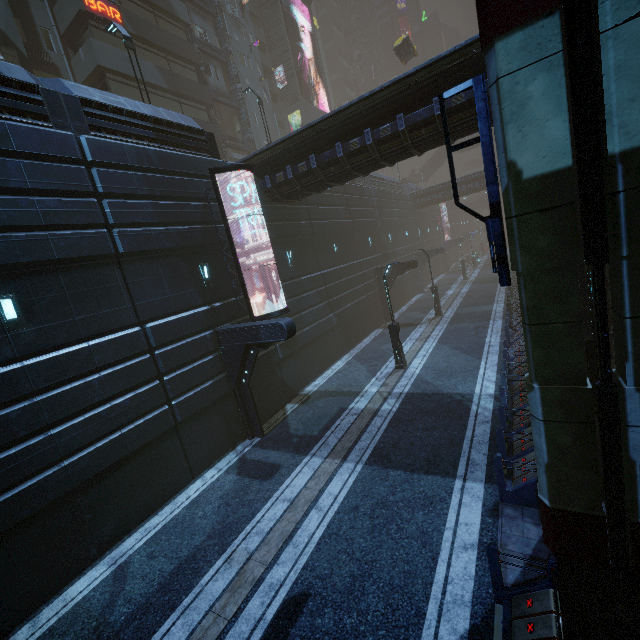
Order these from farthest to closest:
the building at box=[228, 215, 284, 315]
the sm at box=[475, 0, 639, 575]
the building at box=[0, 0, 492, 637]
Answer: the building at box=[228, 215, 284, 315], the building at box=[0, 0, 492, 637], the sm at box=[475, 0, 639, 575]

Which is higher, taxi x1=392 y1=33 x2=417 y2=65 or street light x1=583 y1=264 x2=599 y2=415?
taxi x1=392 y1=33 x2=417 y2=65

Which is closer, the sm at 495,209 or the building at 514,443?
the sm at 495,209

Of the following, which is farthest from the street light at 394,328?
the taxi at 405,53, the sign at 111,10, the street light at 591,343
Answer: the sign at 111,10

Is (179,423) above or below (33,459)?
below

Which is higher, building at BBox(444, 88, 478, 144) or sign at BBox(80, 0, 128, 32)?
sign at BBox(80, 0, 128, 32)

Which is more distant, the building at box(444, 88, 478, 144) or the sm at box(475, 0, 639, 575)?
the building at box(444, 88, 478, 144)

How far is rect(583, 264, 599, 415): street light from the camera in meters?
9.3
